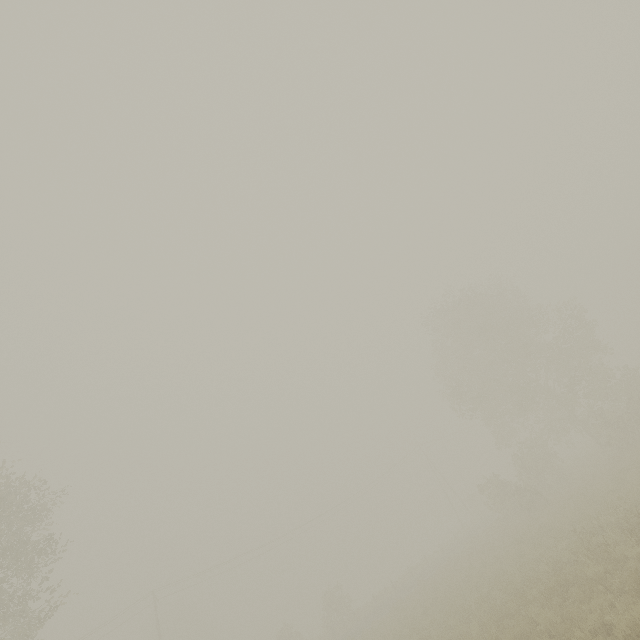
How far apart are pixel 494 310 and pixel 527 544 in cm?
2086

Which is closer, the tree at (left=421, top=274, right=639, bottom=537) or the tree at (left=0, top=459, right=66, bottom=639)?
the tree at (left=0, top=459, right=66, bottom=639)

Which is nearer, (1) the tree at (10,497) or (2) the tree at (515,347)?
(1) the tree at (10,497)
